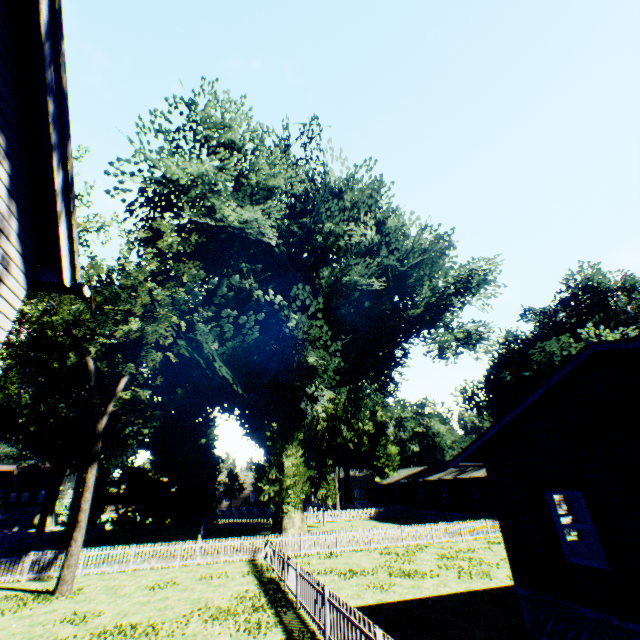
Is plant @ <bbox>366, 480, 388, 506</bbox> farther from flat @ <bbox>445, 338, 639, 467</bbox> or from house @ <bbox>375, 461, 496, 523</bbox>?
flat @ <bbox>445, 338, 639, 467</bbox>

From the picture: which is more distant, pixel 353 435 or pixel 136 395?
pixel 353 435

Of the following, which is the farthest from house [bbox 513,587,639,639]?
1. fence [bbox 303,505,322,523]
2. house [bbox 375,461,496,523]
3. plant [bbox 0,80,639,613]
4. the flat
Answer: house [bbox 375,461,496,523]

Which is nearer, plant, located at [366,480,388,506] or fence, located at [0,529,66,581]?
fence, located at [0,529,66,581]

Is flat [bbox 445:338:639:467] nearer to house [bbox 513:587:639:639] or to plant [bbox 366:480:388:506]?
house [bbox 513:587:639:639]

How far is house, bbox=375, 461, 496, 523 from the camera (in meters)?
31.53

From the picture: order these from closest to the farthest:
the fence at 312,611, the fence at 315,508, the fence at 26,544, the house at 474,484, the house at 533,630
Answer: the house at 533,630 < the fence at 312,611 < the fence at 26,544 < the house at 474,484 < the fence at 315,508

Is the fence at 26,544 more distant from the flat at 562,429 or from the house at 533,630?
the flat at 562,429
